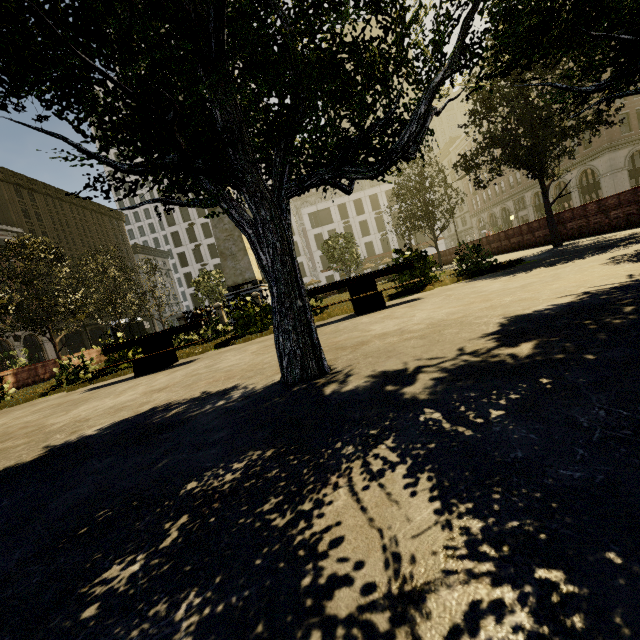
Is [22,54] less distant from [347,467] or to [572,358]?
[347,467]

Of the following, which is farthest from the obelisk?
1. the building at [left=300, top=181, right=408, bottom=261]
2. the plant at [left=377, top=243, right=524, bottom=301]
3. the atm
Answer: the building at [left=300, top=181, right=408, bottom=261]

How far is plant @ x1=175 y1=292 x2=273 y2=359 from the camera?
8.9m

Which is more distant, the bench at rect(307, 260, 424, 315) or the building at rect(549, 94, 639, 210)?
the building at rect(549, 94, 639, 210)

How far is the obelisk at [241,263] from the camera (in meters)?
15.52

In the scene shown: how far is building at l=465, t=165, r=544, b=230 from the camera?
44.2m

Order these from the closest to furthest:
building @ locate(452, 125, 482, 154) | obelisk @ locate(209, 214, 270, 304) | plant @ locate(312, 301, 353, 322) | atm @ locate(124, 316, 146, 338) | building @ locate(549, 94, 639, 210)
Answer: plant @ locate(312, 301, 353, 322) < obelisk @ locate(209, 214, 270, 304) < atm @ locate(124, 316, 146, 338) < building @ locate(549, 94, 639, 210) < building @ locate(452, 125, 482, 154)

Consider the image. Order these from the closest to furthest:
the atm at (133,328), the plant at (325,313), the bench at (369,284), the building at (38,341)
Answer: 1. the bench at (369,284)
2. the plant at (325,313)
3. the atm at (133,328)
4. the building at (38,341)
